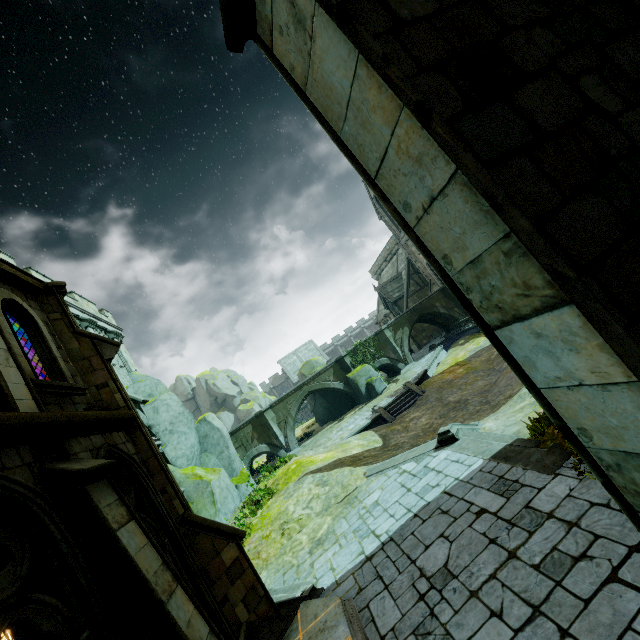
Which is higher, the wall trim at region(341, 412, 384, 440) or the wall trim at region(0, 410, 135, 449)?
the wall trim at region(0, 410, 135, 449)

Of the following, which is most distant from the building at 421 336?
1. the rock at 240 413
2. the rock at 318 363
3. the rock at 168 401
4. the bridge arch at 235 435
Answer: the bridge arch at 235 435

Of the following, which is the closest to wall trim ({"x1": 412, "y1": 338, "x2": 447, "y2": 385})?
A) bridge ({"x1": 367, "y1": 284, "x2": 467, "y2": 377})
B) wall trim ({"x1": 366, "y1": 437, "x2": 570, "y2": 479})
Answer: bridge ({"x1": 367, "y1": 284, "x2": 467, "y2": 377})

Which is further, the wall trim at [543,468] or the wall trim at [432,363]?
the wall trim at [432,363]

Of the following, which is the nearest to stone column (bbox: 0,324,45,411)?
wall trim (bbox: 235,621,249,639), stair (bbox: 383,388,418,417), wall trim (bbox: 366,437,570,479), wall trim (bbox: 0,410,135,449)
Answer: wall trim (bbox: 0,410,135,449)

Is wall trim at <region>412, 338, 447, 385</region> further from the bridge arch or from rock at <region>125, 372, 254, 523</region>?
the bridge arch

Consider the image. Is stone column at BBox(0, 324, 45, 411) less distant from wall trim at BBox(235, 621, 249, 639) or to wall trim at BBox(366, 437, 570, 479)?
wall trim at BBox(235, 621, 249, 639)

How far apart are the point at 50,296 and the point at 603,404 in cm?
952
